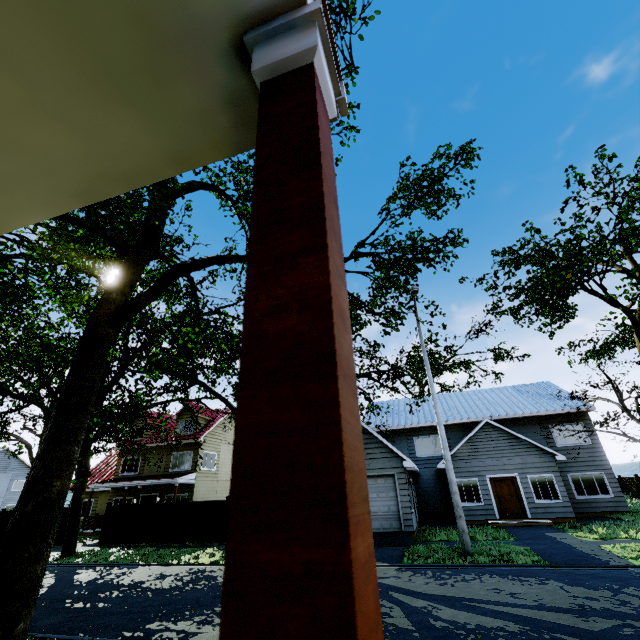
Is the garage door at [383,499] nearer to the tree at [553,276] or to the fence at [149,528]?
the tree at [553,276]

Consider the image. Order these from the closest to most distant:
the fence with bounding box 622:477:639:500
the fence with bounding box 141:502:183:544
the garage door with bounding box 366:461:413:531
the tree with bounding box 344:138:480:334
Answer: the tree with bounding box 344:138:480:334, the garage door with bounding box 366:461:413:531, the fence with bounding box 141:502:183:544, the fence with bounding box 622:477:639:500

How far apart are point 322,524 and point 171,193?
11.69m

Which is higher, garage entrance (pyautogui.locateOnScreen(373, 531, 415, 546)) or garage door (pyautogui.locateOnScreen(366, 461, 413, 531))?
garage door (pyautogui.locateOnScreen(366, 461, 413, 531))

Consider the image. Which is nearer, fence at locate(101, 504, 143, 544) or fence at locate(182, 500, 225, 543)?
fence at locate(182, 500, 225, 543)

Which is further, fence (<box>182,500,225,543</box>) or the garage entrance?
fence (<box>182,500,225,543</box>)

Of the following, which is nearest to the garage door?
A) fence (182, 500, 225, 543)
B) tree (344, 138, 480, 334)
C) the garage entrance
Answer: the garage entrance

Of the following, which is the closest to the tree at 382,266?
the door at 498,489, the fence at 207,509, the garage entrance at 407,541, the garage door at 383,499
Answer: the fence at 207,509
